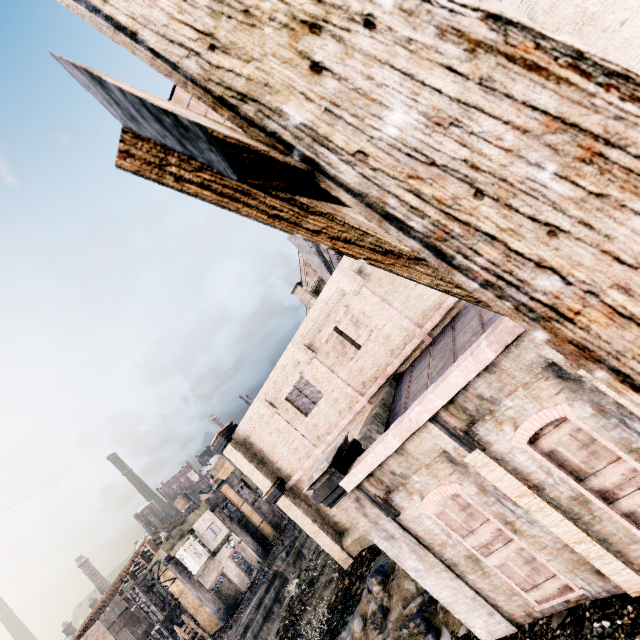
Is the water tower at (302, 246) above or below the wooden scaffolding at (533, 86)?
above

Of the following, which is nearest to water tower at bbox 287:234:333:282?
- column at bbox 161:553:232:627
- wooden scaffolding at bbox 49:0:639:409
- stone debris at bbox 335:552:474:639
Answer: wooden scaffolding at bbox 49:0:639:409

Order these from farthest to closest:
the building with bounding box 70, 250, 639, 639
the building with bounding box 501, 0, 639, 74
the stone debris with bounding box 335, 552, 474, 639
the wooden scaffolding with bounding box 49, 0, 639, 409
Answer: the stone debris with bounding box 335, 552, 474, 639, the building with bounding box 501, 0, 639, 74, the building with bounding box 70, 250, 639, 639, the wooden scaffolding with bounding box 49, 0, 639, 409

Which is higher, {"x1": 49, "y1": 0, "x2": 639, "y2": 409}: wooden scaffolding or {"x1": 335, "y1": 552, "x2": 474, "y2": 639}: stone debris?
{"x1": 49, "y1": 0, "x2": 639, "y2": 409}: wooden scaffolding

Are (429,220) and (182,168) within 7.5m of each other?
yes

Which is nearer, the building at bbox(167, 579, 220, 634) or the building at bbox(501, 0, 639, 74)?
the building at bbox(501, 0, 639, 74)

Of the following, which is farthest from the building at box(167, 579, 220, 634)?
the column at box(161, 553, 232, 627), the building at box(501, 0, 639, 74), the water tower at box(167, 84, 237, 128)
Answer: the water tower at box(167, 84, 237, 128)

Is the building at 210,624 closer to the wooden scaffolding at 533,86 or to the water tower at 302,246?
the water tower at 302,246
